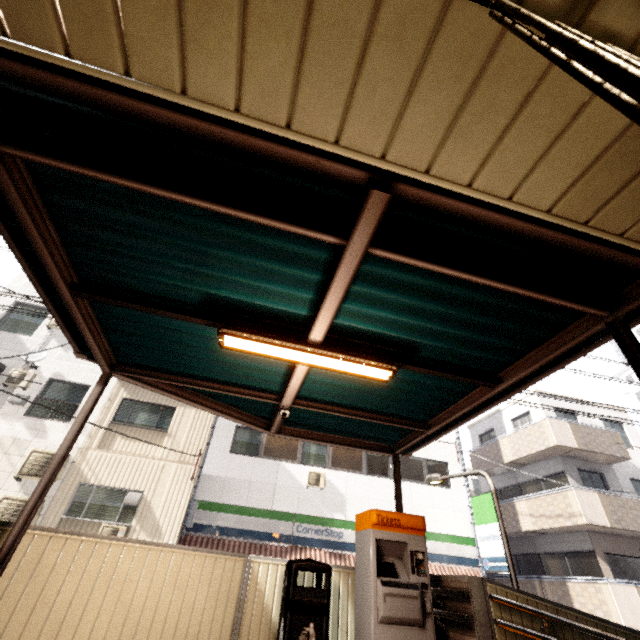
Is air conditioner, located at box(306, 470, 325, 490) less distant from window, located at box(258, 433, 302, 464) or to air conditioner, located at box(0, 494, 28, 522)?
window, located at box(258, 433, 302, 464)

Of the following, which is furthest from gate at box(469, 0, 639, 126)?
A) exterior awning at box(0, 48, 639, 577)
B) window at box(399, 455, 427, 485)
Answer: window at box(399, 455, 427, 485)

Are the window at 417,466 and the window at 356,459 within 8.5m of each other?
yes

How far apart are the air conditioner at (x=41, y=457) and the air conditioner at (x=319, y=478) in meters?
8.4

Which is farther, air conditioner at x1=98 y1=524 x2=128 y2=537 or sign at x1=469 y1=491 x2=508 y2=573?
sign at x1=469 y1=491 x2=508 y2=573

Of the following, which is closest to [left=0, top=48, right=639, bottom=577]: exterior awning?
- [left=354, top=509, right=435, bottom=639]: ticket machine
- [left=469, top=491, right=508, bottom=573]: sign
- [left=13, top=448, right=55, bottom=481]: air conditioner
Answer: [left=354, top=509, right=435, bottom=639]: ticket machine

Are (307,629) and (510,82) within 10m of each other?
yes

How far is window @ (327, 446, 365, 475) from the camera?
13.97m
